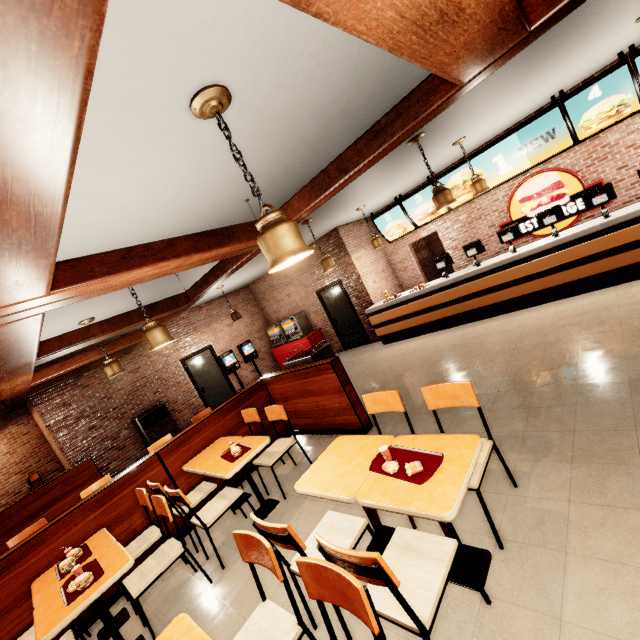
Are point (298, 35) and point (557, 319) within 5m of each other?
no
